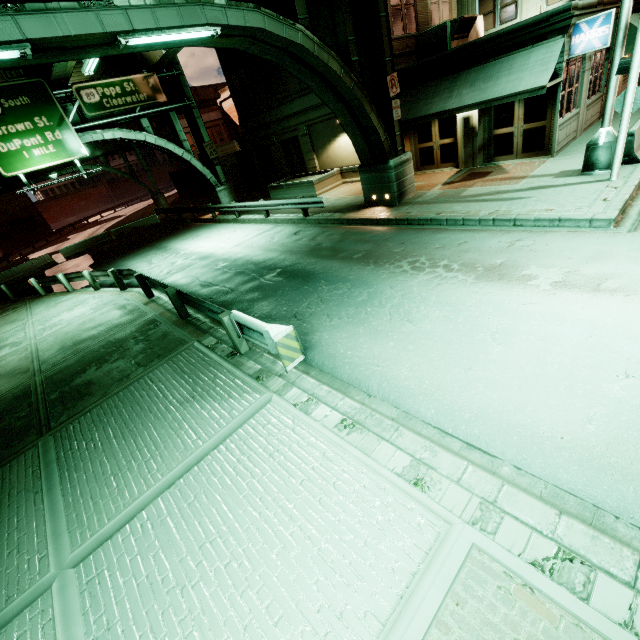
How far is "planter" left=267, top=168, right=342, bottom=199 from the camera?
19.8 meters

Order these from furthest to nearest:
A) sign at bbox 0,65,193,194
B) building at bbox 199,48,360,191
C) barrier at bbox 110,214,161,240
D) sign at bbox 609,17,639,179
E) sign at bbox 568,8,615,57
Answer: barrier at bbox 110,214,161,240, building at bbox 199,48,360,191, sign at bbox 0,65,193,194, sign at bbox 568,8,615,57, sign at bbox 609,17,639,179

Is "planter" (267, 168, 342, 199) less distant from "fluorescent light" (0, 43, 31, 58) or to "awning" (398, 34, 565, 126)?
"awning" (398, 34, 565, 126)

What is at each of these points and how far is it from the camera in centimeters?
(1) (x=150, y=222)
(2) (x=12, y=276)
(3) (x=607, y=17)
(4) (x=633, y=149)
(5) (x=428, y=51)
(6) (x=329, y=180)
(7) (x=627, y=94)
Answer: (1) barrier, 2891cm
(2) barrier, 2433cm
(3) sign, 1059cm
(4) barrier, 1002cm
(5) air conditioner, 1498cm
(6) planter, 2019cm
(7) sign, 852cm

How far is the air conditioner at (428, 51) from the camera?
14.0m

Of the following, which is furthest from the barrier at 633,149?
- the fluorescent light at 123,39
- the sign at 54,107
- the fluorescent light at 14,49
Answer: the sign at 54,107

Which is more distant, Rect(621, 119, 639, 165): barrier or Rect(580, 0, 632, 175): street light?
Rect(621, 119, 639, 165): barrier

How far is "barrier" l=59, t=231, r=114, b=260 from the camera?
26.4m
